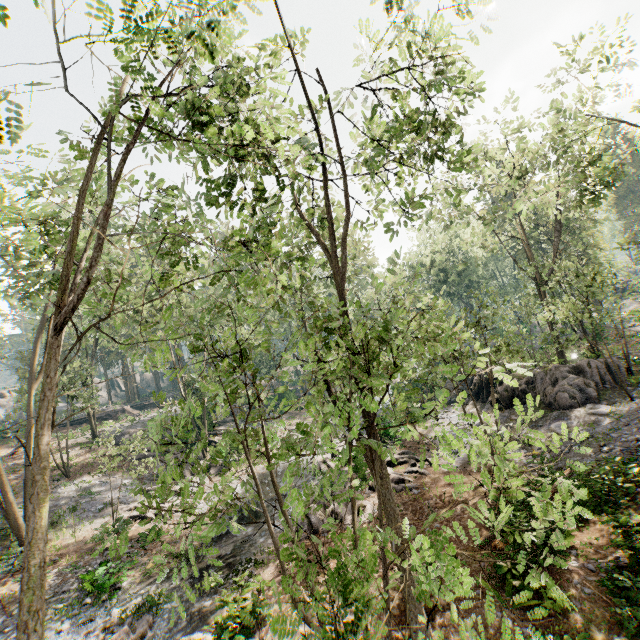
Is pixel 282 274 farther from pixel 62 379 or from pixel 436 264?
pixel 436 264

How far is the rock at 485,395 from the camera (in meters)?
23.61

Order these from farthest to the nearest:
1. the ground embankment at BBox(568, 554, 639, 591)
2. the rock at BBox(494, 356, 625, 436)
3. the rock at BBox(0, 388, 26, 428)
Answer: the rock at BBox(0, 388, 26, 428) < the rock at BBox(494, 356, 625, 436) < the ground embankment at BBox(568, 554, 639, 591)

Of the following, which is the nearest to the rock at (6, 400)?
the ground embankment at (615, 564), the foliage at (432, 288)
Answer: the foliage at (432, 288)

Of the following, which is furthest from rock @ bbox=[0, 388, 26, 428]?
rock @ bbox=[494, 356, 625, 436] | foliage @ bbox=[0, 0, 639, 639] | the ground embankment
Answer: the ground embankment

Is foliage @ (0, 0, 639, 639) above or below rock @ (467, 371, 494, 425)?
above

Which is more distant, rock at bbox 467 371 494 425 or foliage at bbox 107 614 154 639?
rock at bbox 467 371 494 425

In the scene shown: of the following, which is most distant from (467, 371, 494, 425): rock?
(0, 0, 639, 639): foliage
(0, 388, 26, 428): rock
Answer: (0, 388, 26, 428): rock
